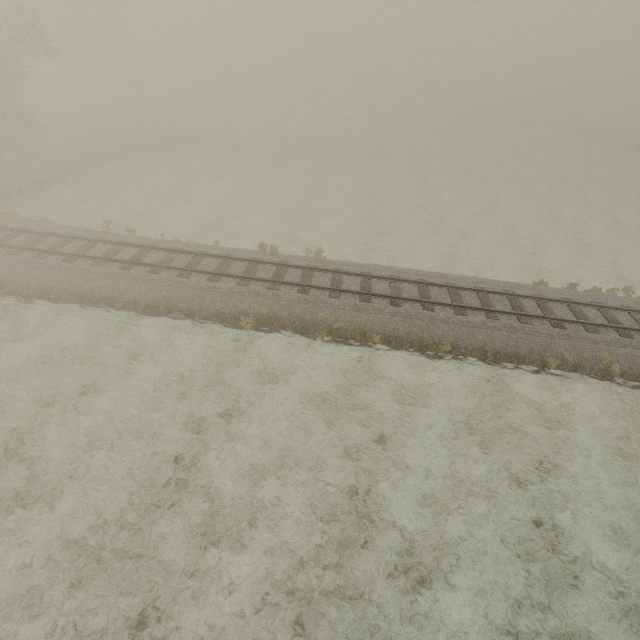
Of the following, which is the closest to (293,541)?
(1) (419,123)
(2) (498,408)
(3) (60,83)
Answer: (2) (498,408)
